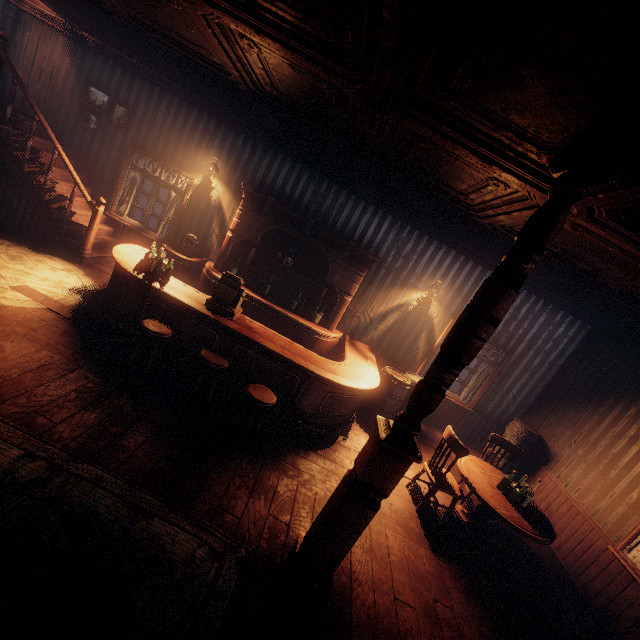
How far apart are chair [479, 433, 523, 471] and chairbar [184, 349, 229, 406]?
4.3 meters

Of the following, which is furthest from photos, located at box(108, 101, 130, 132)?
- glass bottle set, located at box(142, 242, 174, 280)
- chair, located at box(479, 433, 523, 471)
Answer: chair, located at box(479, 433, 523, 471)

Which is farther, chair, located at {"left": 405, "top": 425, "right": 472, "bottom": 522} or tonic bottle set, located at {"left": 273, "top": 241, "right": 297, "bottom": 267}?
tonic bottle set, located at {"left": 273, "top": 241, "right": 297, "bottom": 267}

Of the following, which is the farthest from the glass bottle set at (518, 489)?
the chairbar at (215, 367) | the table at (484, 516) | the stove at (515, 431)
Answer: the chairbar at (215, 367)

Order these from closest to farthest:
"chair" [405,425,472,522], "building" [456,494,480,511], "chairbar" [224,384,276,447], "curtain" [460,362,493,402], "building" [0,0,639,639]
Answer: "building" [0,0,639,639], "chairbar" [224,384,276,447], "chair" [405,425,472,522], "building" [456,494,480,511], "curtain" [460,362,493,402]

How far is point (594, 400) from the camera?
6.1 meters

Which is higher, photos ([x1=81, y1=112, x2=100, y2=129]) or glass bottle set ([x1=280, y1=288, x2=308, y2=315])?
photos ([x1=81, y1=112, x2=100, y2=129])

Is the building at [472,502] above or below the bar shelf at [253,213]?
below
